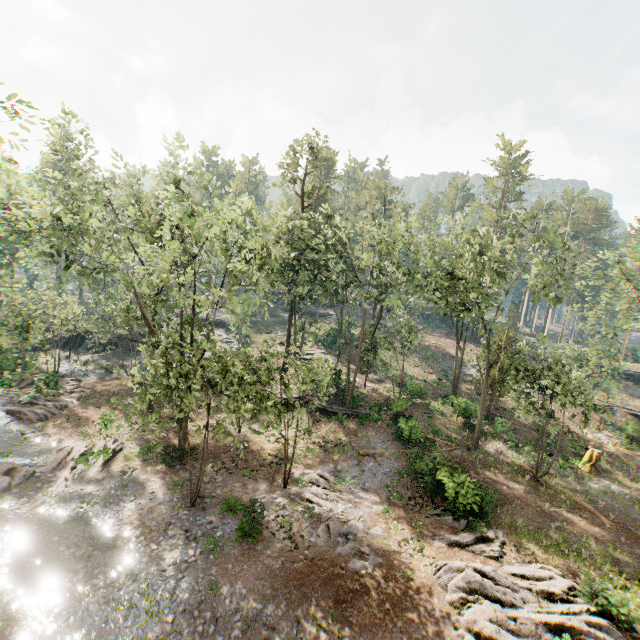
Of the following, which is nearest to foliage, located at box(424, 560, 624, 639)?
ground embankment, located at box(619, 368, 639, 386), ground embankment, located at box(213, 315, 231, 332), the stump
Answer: ground embankment, located at box(213, 315, 231, 332)

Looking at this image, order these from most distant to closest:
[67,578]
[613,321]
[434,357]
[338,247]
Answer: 1. [434,357]
2. [338,247]
3. [613,321]
4. [67,578]

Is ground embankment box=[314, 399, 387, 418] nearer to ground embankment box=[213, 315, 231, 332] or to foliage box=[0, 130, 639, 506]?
foliage box=[0, 130, 639, 506]

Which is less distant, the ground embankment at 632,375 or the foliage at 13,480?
the foliage at 13,480

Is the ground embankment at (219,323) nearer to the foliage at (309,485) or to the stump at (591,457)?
the foliage at (309,485)

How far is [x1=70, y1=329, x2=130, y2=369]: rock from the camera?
38.0 meters

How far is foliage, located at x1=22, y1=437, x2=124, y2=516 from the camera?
17.3 meters

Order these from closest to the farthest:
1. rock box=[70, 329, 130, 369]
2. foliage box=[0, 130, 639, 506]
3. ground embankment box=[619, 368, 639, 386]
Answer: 1. foliage box=[0, 130, 639, 506]
2. rock box=[70, 329, 130, 369]
3. ground embankment box=[619, 368, 639, 386]
